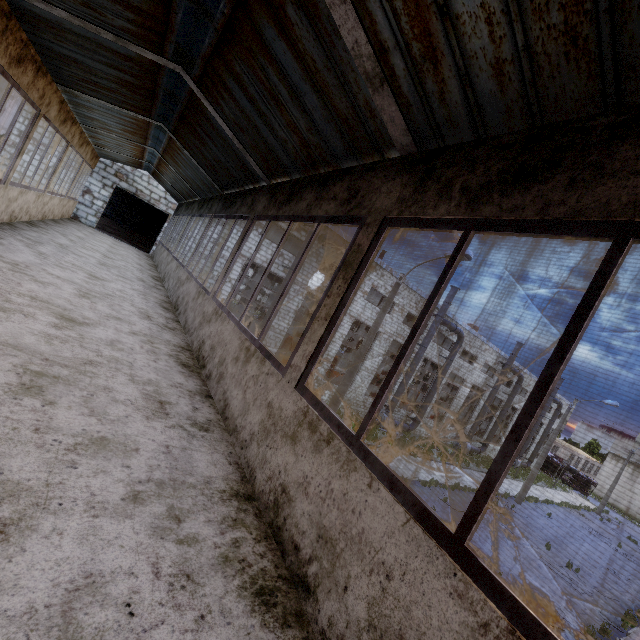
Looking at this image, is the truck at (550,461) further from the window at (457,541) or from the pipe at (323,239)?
the window at (457,541)

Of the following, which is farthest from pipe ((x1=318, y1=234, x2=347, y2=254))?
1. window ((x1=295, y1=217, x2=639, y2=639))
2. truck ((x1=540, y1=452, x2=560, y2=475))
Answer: truck ((x1=540, y1=452, x2=560, y2=475))

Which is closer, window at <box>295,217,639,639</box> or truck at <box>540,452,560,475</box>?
window at <box>295,217,639,639</box>

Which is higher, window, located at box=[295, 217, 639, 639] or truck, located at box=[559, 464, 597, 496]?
window, located at box=[295, 217, 639, 639]

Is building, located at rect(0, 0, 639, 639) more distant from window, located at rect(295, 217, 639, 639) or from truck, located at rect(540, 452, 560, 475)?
truck, located at rect(540, 452, 560, 475)

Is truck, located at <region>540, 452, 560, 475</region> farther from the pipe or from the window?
the window

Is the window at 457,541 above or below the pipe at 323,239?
below

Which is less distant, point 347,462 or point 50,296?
point 347,462
